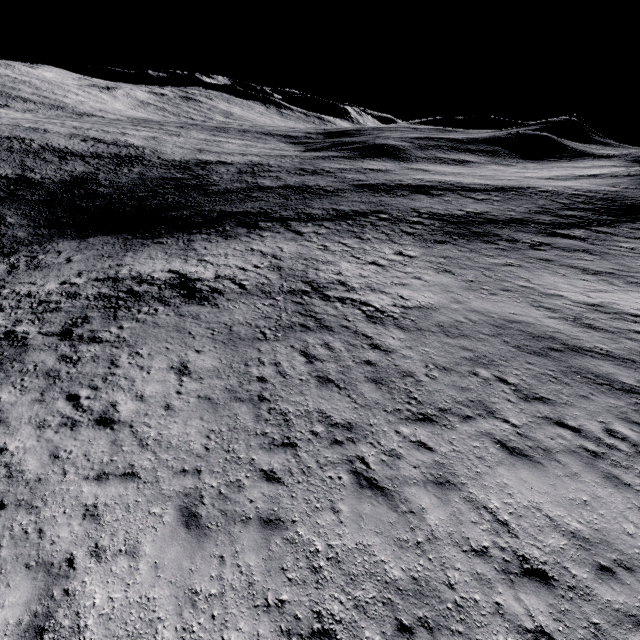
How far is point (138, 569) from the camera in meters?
6.3 m
